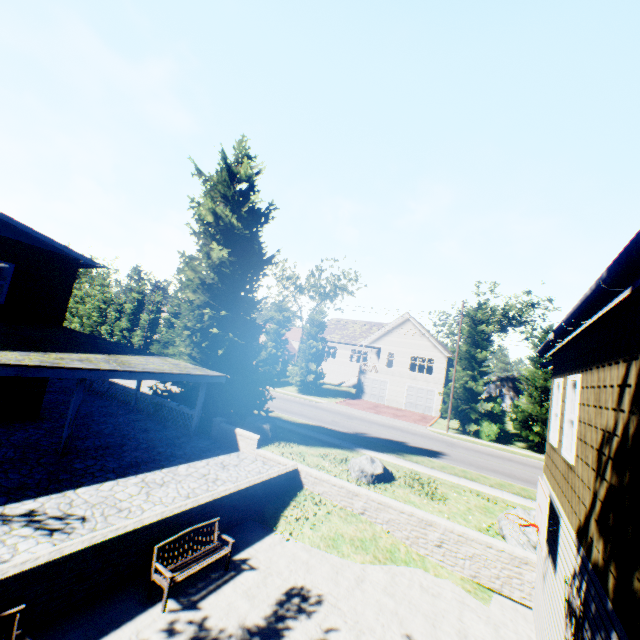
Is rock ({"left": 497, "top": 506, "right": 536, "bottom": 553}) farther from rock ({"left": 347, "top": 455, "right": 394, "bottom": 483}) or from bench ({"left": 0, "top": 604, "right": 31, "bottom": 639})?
bench ({"left": 0, "top": 604, "right": 31, "bottom": 639})

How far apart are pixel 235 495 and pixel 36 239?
12.7 meters

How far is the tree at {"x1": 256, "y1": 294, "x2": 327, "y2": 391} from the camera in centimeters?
3788cm

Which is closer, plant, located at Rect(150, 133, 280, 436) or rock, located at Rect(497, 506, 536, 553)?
rock, located at Rect(497, 506, 536, 553)

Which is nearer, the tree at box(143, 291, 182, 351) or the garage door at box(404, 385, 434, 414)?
the garage door at box(404, 385, 434, 414)

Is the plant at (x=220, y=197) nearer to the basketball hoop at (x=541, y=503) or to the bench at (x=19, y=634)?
the bench at (x=19, y=634)

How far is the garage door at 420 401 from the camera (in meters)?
35.88

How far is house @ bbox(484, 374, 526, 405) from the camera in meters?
56.0
